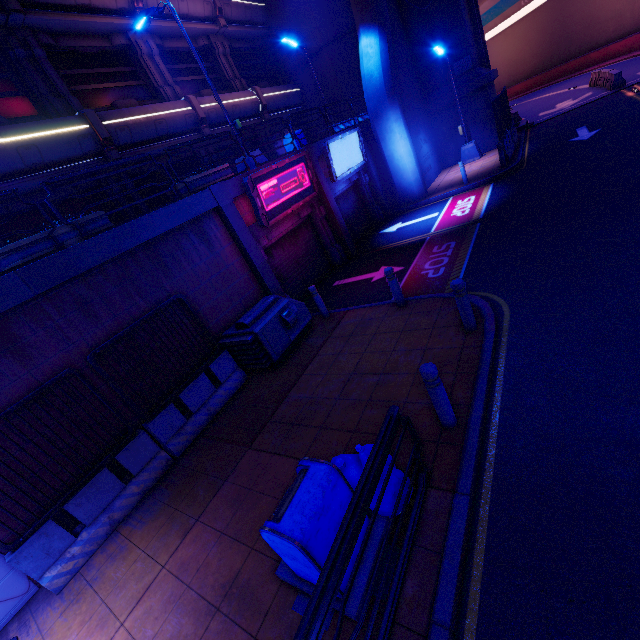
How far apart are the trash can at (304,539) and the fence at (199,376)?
3.7m

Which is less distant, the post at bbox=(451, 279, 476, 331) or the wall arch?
the post at bbox=(451, 279, 476, 331)

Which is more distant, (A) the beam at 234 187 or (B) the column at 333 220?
(B) the column at 333 220

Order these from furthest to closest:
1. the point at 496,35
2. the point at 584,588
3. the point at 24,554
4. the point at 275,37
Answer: the point at 496,35 → the point at 275,37 → the point at 24,554 → the point at 584,588

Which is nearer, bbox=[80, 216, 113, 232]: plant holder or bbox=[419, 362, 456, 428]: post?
bbox=[419, 362, 456, 428]: post

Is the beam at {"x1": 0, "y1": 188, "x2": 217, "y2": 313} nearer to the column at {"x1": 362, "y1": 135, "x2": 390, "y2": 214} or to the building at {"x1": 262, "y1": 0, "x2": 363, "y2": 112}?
the column at {"x1": 362, "y1": 135, "x2": 390, "y2": 214}

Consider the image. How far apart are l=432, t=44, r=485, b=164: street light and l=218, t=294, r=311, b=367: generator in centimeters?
1592cm

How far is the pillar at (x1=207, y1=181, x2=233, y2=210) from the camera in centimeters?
888cm
